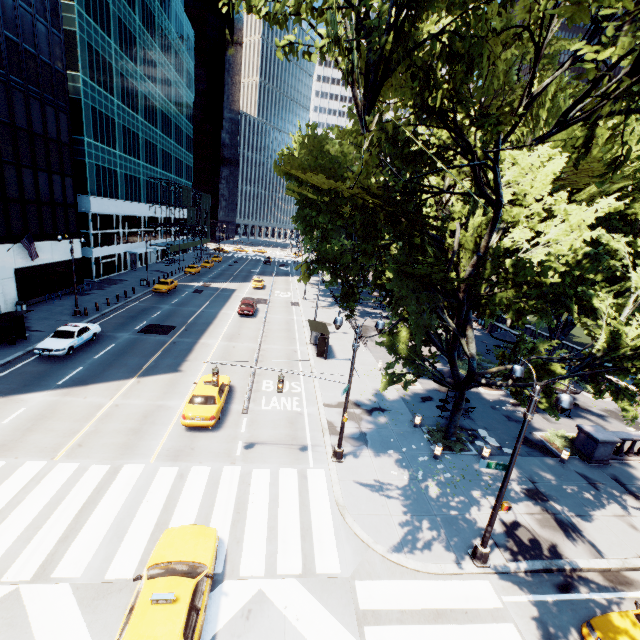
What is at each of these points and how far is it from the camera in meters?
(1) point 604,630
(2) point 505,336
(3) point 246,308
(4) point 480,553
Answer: (1) vehicle, 9.2 m
(2) umbrella, 32.6 m
(3) vehicle, 36.7 m
(4) light, 11.3 m

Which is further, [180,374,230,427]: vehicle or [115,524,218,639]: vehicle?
[180,374,230,427]: vehicle

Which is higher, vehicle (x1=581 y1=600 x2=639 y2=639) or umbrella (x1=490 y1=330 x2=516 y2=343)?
umbrella (x1=490 y1=330 x2=516 y2=343)

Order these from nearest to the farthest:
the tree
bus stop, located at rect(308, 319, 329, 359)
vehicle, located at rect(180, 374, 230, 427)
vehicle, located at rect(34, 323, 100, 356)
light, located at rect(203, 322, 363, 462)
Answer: the tree < light, located at rect(203, 322, 363, 462) < vehicle, located at rect(180, 374, 230, 427) < vehicle, located at rect(34, 323, 100, 356) < bus stop, located at rect(308, 319, 329, 359)

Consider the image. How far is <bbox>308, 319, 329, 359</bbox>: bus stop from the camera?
26.8 meters

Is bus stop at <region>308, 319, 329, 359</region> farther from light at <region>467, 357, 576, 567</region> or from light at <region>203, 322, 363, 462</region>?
light at <region>467, 357, 576, 567</region>

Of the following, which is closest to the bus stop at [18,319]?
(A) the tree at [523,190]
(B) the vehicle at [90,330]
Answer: (B) the vehicle at [90,330]

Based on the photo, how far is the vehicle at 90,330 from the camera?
21.8m
